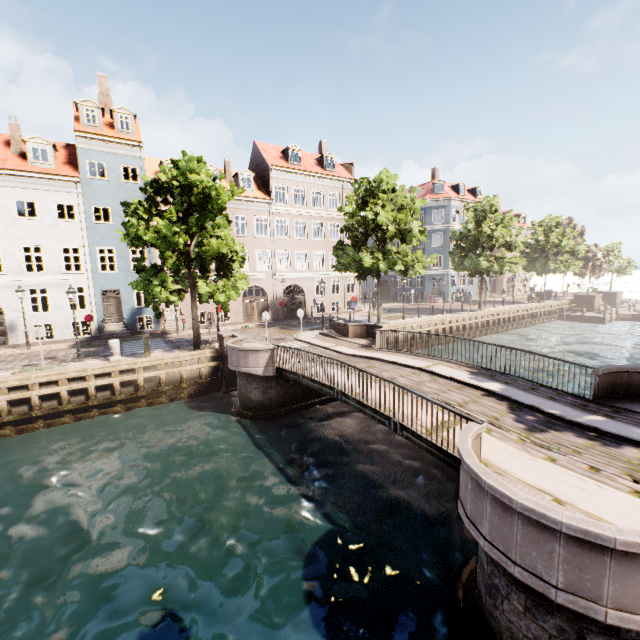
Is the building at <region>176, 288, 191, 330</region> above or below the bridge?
above

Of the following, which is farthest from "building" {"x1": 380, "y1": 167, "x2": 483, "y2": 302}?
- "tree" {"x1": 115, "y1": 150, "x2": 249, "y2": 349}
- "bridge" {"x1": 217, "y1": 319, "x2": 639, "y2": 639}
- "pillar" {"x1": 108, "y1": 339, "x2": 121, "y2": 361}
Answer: "bridge" {"x1": 217, "y1": 319, "x2": 639, "y2": 639}

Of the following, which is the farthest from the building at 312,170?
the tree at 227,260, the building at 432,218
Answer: the building at 432,218

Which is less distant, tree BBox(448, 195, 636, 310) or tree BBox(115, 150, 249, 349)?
tree BBox(115, 150, 249, 349)

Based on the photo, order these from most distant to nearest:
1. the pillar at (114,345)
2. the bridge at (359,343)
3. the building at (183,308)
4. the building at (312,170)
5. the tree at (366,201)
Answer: the building at (312,170), the building at (183,308), the tree at (366,201), the pillar at (114,345), the bridge at (359,343)

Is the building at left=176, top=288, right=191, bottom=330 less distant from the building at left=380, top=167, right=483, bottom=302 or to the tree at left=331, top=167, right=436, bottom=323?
the tree at left=331, top=167, right=436, bottom=323

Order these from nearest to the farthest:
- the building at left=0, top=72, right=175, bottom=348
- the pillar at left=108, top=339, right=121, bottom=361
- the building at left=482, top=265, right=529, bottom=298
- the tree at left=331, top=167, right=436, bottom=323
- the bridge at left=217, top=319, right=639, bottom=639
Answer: the bridge at left=217, top=319, right=639, bottom=639
the pillar at left=108, top=339, right=121, bottom=361
the building at left=0, top=72, right=175, bottom=348
the tree at left=331, top=167, right=436, bottom=323
the building at left=482, top=265, right=529, bottom=298

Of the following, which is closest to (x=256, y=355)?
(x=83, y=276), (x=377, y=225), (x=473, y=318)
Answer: (x=377, y=225)
